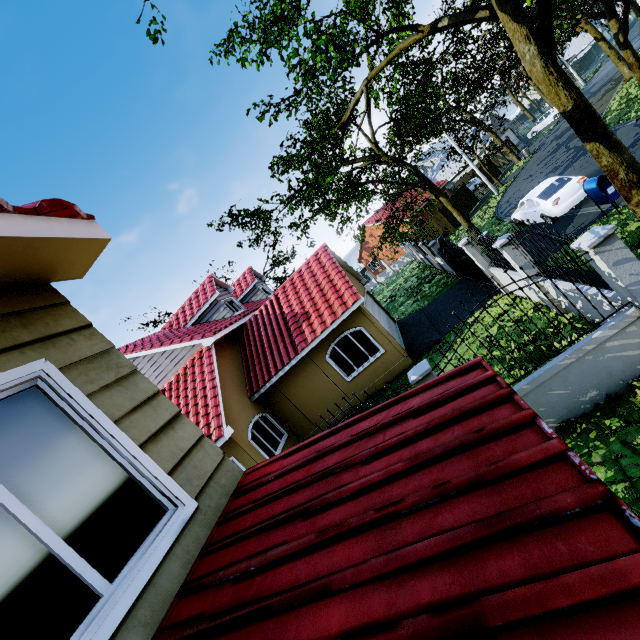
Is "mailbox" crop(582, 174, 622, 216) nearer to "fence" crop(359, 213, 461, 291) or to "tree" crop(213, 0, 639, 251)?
"tree" crop(213, 0, 639, 251)

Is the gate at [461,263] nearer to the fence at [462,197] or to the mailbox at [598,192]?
the fence at [462,197]

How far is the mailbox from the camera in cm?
965

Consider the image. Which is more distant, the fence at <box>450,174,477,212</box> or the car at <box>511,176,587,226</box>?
the fence at <box>450,174,477,212</box>

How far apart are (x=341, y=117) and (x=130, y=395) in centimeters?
1763cm

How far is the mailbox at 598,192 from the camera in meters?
9.6

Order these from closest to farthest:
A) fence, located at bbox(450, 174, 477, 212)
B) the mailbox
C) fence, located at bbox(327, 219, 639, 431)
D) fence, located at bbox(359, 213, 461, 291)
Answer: fence, located at bbox(327, 219, 639, 431), the mailbox, fence, located at bbox(359, 213, 461, 291), fence, located at bbox(450, 174, 477, 212)

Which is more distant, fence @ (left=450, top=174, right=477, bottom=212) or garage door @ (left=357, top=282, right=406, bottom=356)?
fence @ (left=450, top=174, right=477, bottom=212)
